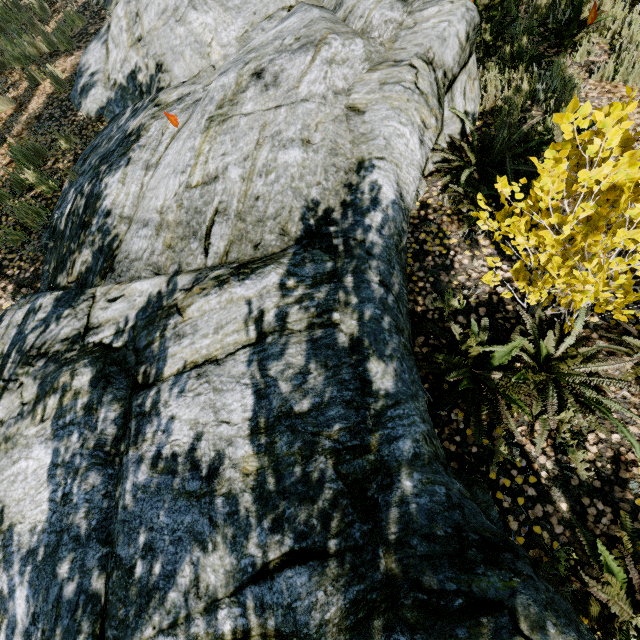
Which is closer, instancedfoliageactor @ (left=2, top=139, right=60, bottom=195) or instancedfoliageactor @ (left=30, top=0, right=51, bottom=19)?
instancedfoliageactor @ (left=2, top=139, right=60, bottom=195)

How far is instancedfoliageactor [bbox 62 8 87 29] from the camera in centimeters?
725cm

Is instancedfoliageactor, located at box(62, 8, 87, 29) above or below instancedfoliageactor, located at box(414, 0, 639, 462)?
above

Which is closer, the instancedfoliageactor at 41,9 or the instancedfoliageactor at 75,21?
the instancedfoliageactor at 75,21

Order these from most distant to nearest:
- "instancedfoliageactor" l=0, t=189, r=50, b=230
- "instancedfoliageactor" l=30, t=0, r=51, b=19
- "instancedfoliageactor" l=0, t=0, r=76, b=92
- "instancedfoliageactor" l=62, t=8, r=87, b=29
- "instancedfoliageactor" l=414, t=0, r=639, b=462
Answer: "instancedfoliageactor" l=30, t=0, r=51, b=19
"instancedfoliageactor" l=62, t=8, r=87, b=29
"instancedfoliageactor" l=0, t=0, r=76, b=92
"instancedfoliageactor" l=0, t=189, r=50, b=230
"instancedfoliageactor" l=414, t=0, r=639, b=462

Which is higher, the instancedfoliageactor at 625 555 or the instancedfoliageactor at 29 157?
the instancedfoliageactor at 29 157

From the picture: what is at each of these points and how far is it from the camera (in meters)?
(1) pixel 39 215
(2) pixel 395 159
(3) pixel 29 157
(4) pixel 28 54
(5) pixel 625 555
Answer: (1) instancedfoliageactor, 4.82
(2) rock, 3.16
(3) instancedfoliageactor, 5.32
(4) instancedfoliageactor, 6.87
(5) instancedfoliageactor, 2.02
